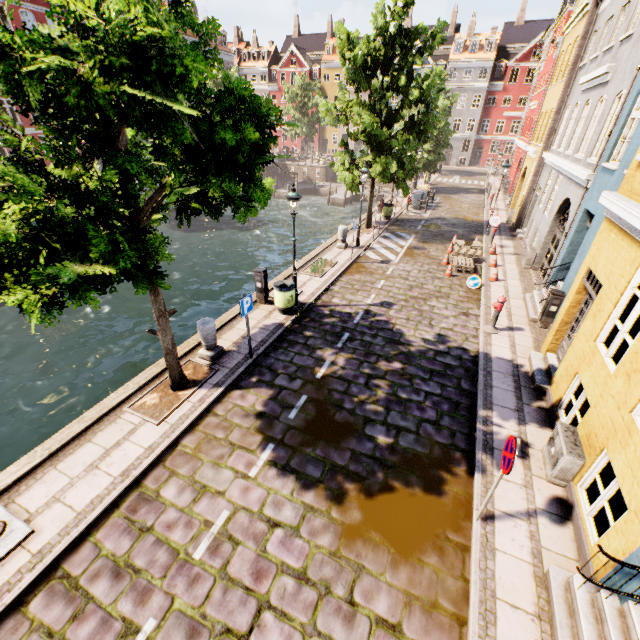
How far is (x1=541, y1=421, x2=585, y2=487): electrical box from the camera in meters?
5.5

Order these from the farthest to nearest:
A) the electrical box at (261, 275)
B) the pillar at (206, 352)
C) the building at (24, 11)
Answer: the building at (24, 11)
the electrical box at (261, 275)
the pillar at (206, 352)

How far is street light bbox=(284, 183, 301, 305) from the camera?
9.3m

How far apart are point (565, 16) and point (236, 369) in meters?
34.7

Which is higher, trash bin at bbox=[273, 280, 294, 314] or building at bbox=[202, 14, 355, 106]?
building at bbox=[202, 14, 355, 106]

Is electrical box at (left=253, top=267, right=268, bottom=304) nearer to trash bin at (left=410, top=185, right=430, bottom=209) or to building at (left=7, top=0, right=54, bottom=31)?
trash bin at (left=410, top=185, right=430, bottom=209)

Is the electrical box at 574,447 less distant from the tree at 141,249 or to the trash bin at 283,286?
the tree at 141,249

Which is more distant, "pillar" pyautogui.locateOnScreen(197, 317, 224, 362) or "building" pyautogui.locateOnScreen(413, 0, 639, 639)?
"pillar" pyautogui.locateOnScreen(197, 317, 224, 362)
